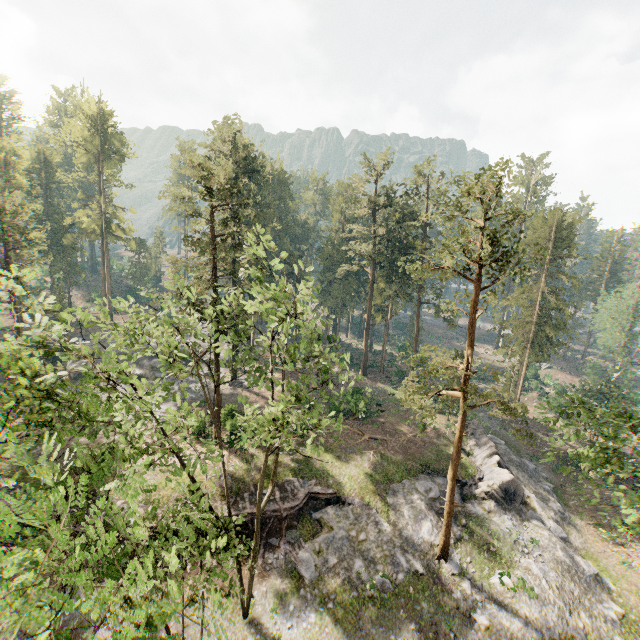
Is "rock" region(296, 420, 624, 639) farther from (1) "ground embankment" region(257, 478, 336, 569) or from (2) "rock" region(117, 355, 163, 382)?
(2) "rock" region(117, 355, 163, 382)

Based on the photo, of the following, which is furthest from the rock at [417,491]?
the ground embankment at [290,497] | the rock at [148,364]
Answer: the rock at [148,364]

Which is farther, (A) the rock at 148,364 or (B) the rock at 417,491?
(A) the rock at 148,364

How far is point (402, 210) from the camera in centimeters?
4097cm

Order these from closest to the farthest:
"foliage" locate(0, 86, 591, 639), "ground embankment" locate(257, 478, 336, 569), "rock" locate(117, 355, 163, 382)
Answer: "foliage" locate(0, 86, 591, 639) < "ground embankment" locate(257, 478, 336, 569) < "rock" locate(117, 355, 163, 382)

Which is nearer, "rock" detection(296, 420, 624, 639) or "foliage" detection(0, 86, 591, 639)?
"foliage" detection(0, 86, 591, 639)

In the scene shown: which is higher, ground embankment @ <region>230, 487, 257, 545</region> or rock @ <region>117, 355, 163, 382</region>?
rock @ <region>117, 355, 163, 382</region>
